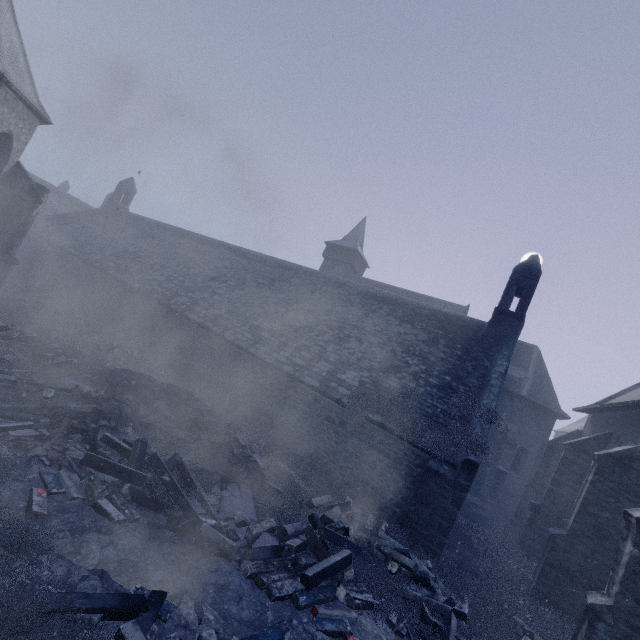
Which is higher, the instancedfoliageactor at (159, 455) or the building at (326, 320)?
the building at (326, 320)

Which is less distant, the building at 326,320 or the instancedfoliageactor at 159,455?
the instancedfoliageactor at 159,455

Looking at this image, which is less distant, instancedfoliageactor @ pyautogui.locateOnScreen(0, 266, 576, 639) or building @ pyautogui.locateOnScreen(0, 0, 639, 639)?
instancedfoliageactor @ pyautogui.locateOnScreen(0, 266, 576, 639)

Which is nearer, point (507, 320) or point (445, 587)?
point (445, 587)

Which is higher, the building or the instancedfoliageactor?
the building
